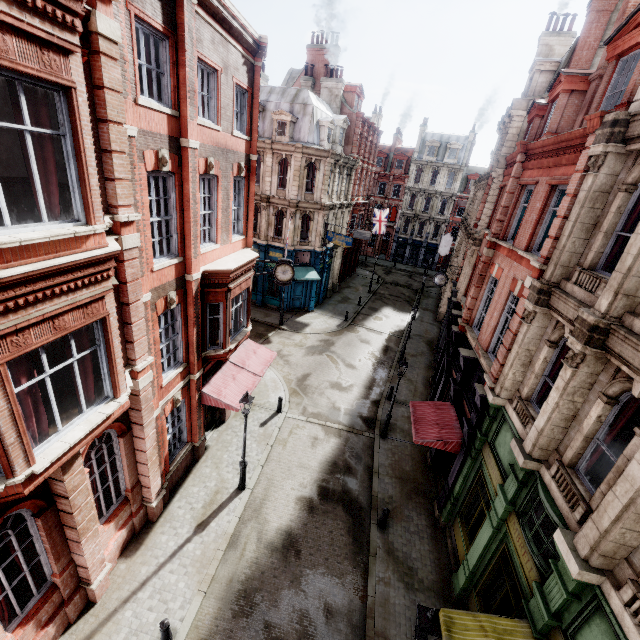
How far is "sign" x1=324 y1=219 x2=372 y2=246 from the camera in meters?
26.6

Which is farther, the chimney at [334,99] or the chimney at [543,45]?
the chimney at [334,99]

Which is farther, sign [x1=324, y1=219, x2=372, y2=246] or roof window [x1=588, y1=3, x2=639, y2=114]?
sign [x1=324, y1=219, x2=372, y2=246]

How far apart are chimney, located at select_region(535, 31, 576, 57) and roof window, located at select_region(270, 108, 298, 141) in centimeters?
1732cm

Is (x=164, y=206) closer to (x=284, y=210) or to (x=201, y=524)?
(x=201, y=524)

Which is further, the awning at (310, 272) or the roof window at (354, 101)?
the roof window at (354, 101)

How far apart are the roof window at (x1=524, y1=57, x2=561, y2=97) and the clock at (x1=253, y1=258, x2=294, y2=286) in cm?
2010

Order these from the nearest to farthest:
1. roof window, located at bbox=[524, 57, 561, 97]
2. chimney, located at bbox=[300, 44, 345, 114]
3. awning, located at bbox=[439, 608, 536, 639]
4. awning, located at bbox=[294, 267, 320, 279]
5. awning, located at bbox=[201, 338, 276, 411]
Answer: awning, located at bbox=[439, 608, 536, 639], awning, located at bbox=[201, 338, 276, 411], roof window, located at bbox=[524, 57, 561, 97], awning, located at bbox=[294, 267, 320, 279], chimney, located at bbox=[300, 44, 345, 114]
